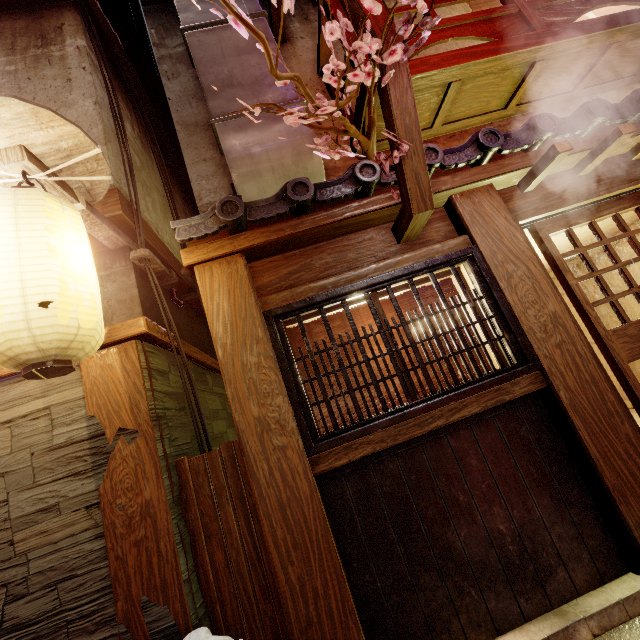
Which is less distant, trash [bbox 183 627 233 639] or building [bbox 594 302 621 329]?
trash [bbox 183 627 233 639]

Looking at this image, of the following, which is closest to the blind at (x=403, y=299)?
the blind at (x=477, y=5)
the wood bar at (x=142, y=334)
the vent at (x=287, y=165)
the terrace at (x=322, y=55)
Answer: the wood bar at (x=142, y=334)

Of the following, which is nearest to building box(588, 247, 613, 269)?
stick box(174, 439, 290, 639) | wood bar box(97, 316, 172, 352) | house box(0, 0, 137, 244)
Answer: stick box(174, 439, 290, 639)

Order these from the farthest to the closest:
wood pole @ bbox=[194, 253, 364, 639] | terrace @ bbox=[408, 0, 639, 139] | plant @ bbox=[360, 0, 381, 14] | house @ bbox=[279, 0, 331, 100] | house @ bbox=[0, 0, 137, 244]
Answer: house @ bbox=[279, 0, 331, 100] < terrace @ bbox=[408, 0, 639, 139] < house @ bbox=[0, 0, 137, 244] < wood pole @ bbox=[194, 253, 364, 639] < plant @ bbox=[360, 0, 381, 14]

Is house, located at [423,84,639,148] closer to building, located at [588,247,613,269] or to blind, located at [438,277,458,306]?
building, located at [588,247,613,269]

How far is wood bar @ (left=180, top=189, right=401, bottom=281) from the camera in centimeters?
462cm

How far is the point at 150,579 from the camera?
3.79m

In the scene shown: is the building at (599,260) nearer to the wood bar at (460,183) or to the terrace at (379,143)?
the wood bar at (460,183)
